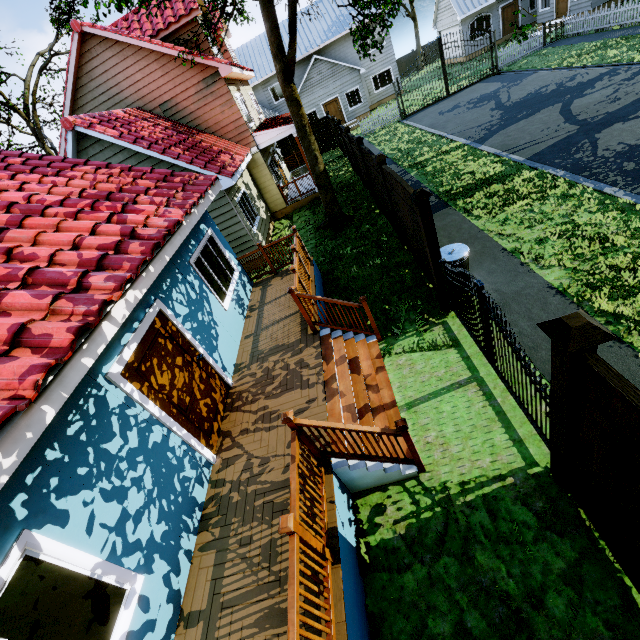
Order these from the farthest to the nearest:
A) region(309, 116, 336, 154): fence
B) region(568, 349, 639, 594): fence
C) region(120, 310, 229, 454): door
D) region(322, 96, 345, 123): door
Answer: region(322, 96, 345, 123): door, region(309, 116, 336, 154): fence, region(120, 310, 229, 454): door, region(568, 349, 639, 594): fence

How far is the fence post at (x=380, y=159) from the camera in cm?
794

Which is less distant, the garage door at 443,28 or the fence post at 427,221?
the fence post at 427,221

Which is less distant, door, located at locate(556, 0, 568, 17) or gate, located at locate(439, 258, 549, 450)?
gate, located at locate(439, 258, 549, 450)

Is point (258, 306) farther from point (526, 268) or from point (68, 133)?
point (68, 133)

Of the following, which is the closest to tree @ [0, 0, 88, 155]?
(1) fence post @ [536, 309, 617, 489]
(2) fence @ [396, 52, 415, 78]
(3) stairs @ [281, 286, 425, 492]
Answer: (3) stairs @ [281, 286, 425, 492]

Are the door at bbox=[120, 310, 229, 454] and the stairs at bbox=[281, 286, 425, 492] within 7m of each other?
yes

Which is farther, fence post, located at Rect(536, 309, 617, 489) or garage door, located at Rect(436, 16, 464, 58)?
garage door, located at Rect(436, 16, 464, 58)
